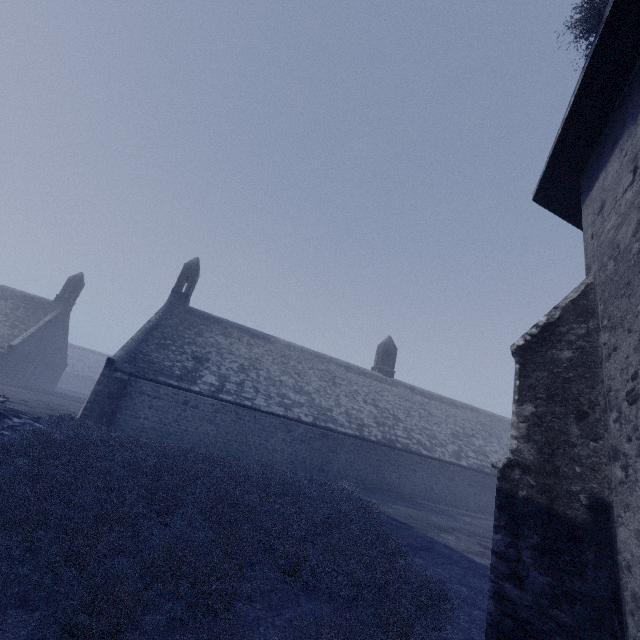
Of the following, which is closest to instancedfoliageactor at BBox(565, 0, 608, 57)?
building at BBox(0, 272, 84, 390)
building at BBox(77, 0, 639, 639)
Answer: building at BBox(77, 0, 639, 639)

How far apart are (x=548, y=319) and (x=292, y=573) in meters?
5.4 m

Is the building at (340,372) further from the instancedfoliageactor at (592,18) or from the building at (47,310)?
the building at (47,310)

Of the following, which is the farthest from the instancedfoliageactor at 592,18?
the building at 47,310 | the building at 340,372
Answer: the building at 47,310

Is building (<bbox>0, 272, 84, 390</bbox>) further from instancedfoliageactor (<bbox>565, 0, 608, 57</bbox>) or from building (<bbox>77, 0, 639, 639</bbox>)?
instancedfoliageactor (<bbox>565, 0, 608, 57</bbox>)

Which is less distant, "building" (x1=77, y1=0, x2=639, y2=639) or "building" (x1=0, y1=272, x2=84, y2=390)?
"building" (x1=77, y1=0, x2=639, y2=639)
